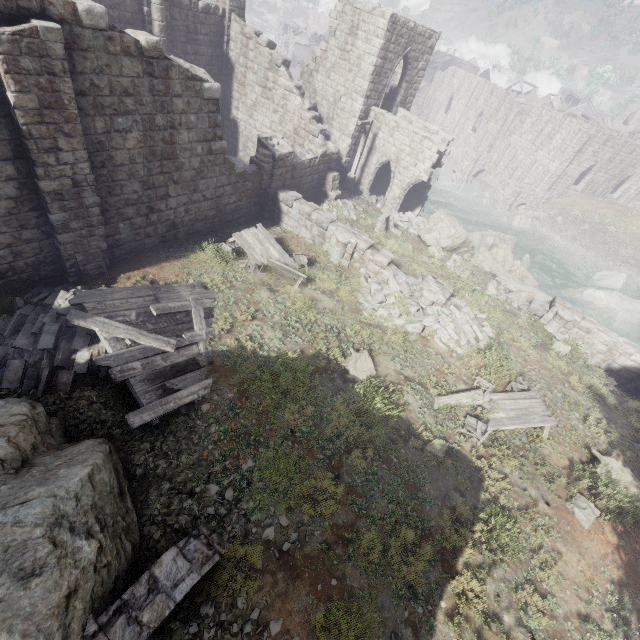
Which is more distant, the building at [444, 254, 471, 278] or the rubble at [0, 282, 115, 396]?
the building at [444, 254, 471, 278]

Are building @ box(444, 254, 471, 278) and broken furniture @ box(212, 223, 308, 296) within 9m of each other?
yes

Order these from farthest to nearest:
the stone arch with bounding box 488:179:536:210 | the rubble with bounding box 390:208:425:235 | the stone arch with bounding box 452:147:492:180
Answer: the stone arch with bounding box 452:147:492:180 → the stone arch with bounding box 488:179:536:210 → the rubble with bounding box 390:208:425:235

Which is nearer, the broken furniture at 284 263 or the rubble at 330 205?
the broken furniture at 284 263

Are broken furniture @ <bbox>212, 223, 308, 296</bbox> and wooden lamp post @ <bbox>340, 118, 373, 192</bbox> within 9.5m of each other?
no

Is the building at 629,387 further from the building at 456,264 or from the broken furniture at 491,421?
the broken furniture at 491,421

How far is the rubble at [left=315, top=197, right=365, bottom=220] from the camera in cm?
1945

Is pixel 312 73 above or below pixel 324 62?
below
